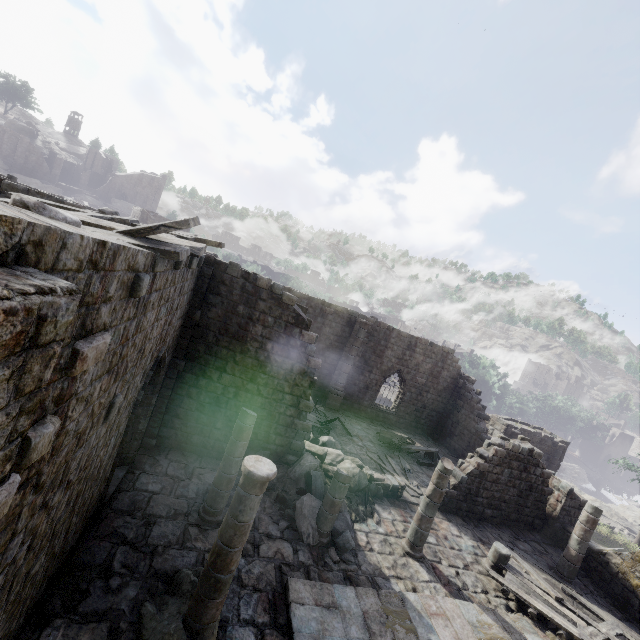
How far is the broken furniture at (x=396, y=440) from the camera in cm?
1872

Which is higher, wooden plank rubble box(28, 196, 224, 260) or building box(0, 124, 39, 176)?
building box(0, 124, 39, 176)

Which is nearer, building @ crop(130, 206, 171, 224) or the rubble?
the rubble

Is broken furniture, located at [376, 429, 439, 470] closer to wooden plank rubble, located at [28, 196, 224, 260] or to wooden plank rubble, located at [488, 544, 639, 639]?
wooden plank rubble, located at [488, 544, 639, 639]

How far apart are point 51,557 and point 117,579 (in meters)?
1.88

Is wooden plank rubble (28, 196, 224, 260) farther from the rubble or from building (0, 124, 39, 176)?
building (0, 124, 39, 176)

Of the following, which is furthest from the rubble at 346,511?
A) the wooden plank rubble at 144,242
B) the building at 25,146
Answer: the building at 25,146

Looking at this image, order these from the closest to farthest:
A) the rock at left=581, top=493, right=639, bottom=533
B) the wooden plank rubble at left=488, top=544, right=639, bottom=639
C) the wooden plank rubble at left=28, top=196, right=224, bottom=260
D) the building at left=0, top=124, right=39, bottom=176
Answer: the wooden plank rubble at left=28, top=196, right=224, bottom=260 → the wooden plank rubble at left=488, top=544, right=639, bottom=639 → the rock at left=581, top=493, right=639, bottom=533 → the building at left=0, top=124, right=39, bottom=176
